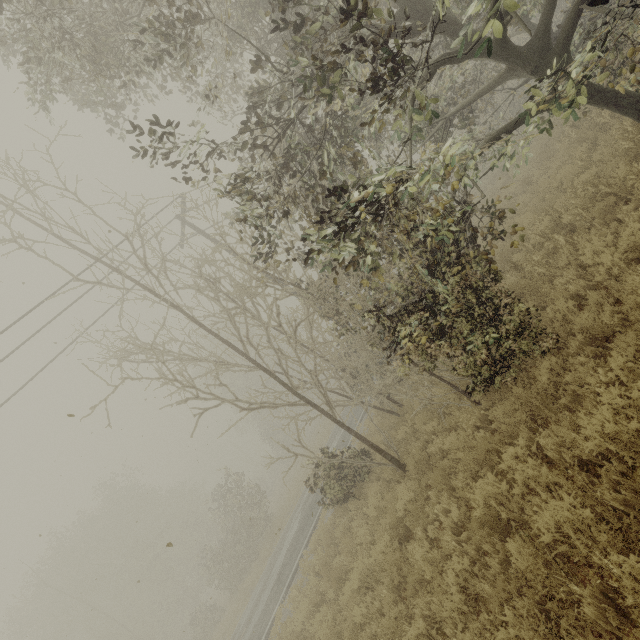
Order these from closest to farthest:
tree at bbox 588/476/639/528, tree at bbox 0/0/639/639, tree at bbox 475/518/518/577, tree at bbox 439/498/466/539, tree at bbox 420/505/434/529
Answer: tree at bbox 588/476/639/528, tree at bbox 475/518/518/577, tree at bbox 0/0/639/639, tree at bbox 439/498/466/539, tree at bbox 420/505/434/529

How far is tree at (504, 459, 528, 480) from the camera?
4.5m

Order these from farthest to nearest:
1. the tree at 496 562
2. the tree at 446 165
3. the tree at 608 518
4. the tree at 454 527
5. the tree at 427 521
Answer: the tree at 427 521 < the tree at 454 527 < the tree at 446 165 < the tree at 496 562 < the tree at 608 518

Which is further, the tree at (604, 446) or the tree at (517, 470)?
the tree at (517, 470)

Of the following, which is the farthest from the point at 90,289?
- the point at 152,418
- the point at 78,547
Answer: the point at 78,547

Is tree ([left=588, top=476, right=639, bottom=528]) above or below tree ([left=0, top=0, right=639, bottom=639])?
below

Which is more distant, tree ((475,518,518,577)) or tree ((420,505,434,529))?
tree ((420,505,434,529))
